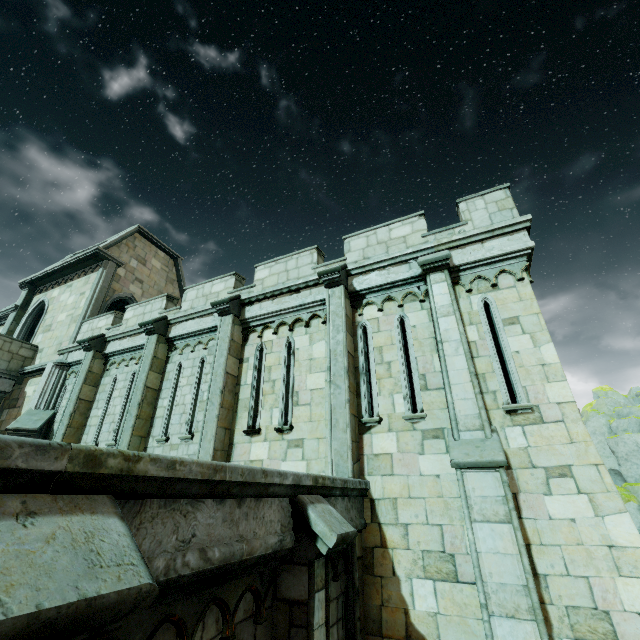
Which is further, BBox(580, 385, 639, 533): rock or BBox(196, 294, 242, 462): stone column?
BBox(580, 385, 639, 533): rock

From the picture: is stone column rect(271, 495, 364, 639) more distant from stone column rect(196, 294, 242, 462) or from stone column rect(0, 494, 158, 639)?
stone column rect(196, 294, 242, 462)

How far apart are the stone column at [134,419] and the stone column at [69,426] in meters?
2.7

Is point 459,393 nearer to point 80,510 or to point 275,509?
point 275,509

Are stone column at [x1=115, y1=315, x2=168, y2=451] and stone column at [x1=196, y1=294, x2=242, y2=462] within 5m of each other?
yes

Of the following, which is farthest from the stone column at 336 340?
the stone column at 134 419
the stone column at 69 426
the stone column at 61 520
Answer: the stone column at 69 426

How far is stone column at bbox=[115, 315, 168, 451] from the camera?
9.5m

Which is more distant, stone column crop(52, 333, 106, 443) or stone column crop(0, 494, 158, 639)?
stone column crop(52, 333, 106, 443)
